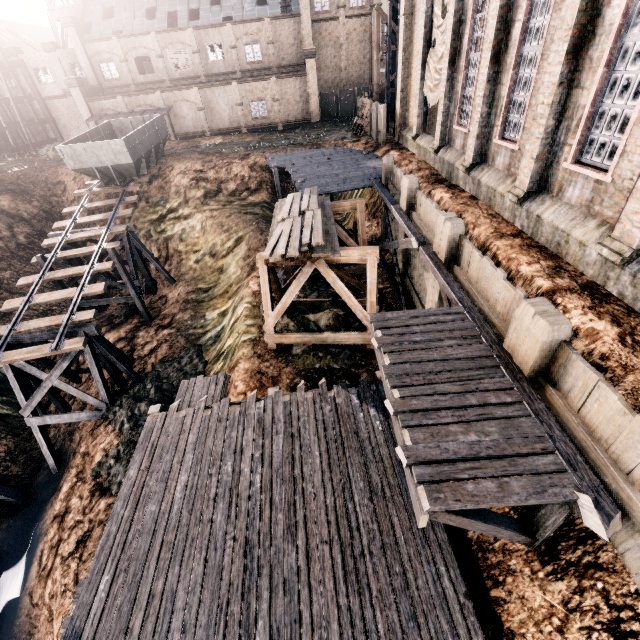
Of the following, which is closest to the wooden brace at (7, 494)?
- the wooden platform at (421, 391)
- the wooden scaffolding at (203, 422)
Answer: the wooden scaffolding at (203, 422)

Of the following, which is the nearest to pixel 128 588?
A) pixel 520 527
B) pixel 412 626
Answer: pixel 412 626

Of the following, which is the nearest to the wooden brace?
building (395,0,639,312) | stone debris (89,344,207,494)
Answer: stone debris (89,344,207,494)

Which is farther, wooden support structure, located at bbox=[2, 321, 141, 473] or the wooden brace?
the wooden brace

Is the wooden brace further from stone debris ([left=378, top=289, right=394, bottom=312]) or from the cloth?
the cloth

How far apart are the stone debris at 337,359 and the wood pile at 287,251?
3.5m

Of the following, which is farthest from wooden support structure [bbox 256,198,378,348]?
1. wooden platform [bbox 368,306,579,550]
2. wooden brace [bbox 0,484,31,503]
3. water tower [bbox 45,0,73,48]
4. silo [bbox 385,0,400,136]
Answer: water tower [bbox 45,0,73,48]

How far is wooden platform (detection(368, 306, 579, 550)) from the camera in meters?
4.9 m
